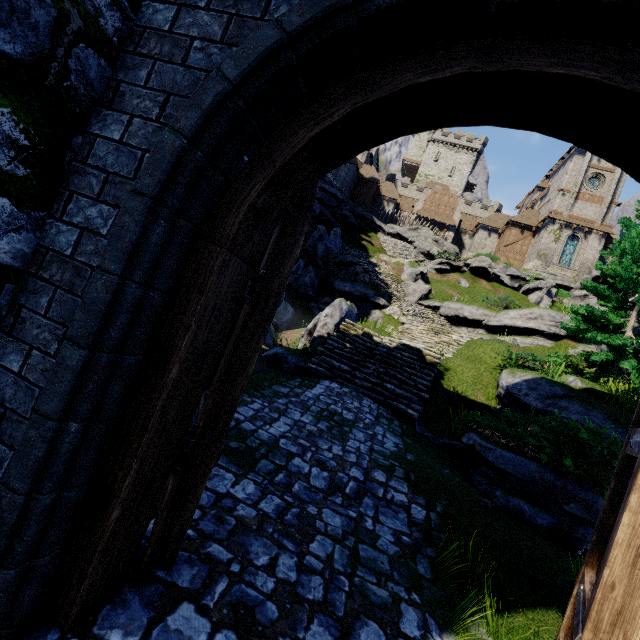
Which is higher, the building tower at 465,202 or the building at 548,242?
the building tower at 465,202

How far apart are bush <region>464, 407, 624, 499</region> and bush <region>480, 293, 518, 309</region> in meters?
14.6

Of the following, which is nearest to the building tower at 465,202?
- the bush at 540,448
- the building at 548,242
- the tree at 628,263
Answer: the building at 548,242

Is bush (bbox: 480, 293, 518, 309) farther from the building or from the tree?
the building

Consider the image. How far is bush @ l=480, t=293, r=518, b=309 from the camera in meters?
19.7

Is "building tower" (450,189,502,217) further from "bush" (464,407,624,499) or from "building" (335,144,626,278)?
"bush" (464,407,624,499)

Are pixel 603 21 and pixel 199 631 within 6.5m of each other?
yes

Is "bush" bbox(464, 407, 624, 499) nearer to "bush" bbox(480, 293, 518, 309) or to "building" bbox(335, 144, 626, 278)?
"bush" bbox(480, 293, 518, 309)
